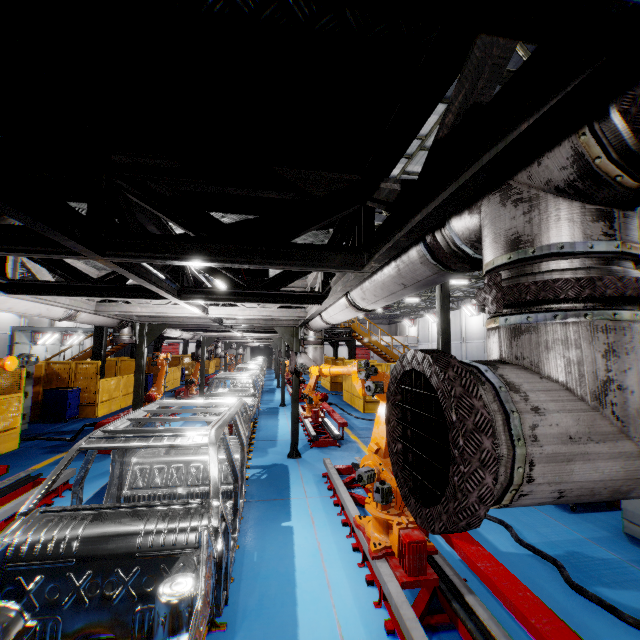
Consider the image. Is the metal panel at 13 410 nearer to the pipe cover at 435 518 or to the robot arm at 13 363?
the robot arm at 13 363

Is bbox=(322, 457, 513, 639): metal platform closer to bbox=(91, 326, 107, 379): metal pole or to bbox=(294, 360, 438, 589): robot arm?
bbox=(294, 360, 438, 589): robot arm

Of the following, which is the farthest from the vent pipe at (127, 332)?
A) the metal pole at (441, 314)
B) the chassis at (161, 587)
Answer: the metal pole at (441, 314)

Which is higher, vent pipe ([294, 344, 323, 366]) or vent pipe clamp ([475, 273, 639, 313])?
vent pipe clamp ([475, 273, 639, 313])

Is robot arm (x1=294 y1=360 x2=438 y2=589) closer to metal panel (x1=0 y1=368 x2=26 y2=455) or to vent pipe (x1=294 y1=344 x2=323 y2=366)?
vent pipe (x1=294 y1=344 x2=323 y2=366)

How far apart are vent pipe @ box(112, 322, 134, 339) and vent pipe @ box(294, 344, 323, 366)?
3.7 meters

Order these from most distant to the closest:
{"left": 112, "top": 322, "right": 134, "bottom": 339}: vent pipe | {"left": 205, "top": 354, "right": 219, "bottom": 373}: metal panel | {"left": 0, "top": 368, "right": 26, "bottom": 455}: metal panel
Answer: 1. {"left": 205, "top": 354, "right": 219, "bottom": 373}: metal panel
2. {"left": 0, "top": 368, "right": 26, "bottom": 455}: metal panel
3. {"left": 112, "top": 322, "right": 134, "bottom": 339}: vent pipe

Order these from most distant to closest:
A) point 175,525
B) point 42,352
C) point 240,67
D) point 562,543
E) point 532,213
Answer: point 42,352, point 562,543, point 175,525, point 240,67, point 532,213
